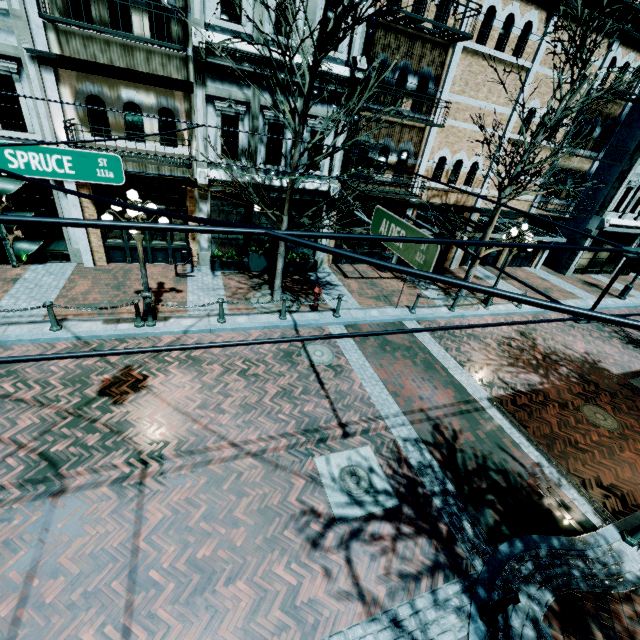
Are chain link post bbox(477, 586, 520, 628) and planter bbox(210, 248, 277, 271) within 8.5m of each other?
no

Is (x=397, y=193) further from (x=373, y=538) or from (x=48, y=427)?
(x=48, y=427)

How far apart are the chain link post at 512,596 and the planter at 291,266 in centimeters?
1187cm

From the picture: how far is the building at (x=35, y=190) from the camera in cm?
1028

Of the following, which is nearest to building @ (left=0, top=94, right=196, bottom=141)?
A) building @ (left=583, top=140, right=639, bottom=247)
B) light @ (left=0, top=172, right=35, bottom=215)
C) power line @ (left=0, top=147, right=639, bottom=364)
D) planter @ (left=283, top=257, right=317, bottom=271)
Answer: planter @ (left=283, top=257, right=317, bottom=271)

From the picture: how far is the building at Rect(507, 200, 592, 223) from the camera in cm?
1705

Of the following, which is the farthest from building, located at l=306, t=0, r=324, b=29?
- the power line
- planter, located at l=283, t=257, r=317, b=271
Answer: the power line

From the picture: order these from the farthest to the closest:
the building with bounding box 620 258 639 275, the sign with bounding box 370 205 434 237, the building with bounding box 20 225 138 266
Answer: the building with bounding box 620 258 639 275 → the building with bounding box 20 225 138 266 → the sign with bounding box 370 205 434 237
